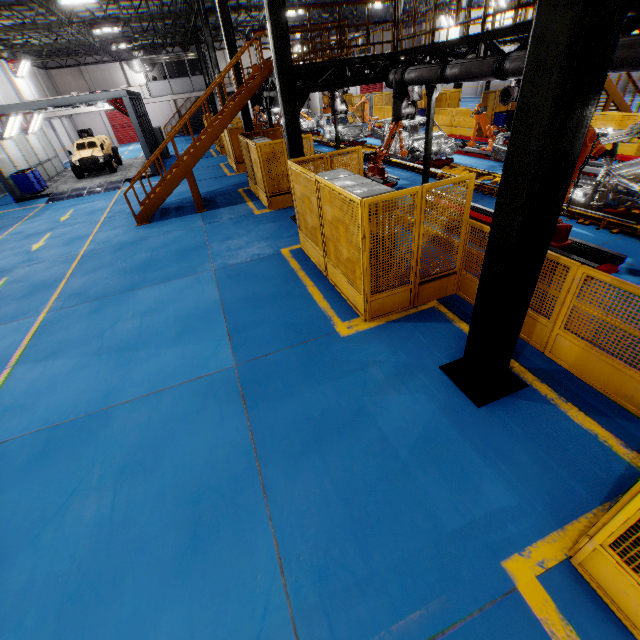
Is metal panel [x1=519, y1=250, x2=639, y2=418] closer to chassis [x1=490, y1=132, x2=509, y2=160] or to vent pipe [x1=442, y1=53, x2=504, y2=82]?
vent pipe [x1=442, y1=53, x2=504, y2=82]

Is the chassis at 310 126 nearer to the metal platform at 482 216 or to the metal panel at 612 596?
the metal platform at 482 216

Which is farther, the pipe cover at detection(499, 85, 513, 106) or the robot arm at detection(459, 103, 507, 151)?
the robot arm at detection(459, 103, 507, 151)

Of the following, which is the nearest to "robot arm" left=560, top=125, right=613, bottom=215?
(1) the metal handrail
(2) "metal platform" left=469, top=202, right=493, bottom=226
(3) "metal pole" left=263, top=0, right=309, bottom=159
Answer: (2) "metal platform" left=469, top=202, right=493, bottom=226

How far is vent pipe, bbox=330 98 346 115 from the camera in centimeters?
1553cm

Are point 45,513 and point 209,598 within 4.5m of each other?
yes

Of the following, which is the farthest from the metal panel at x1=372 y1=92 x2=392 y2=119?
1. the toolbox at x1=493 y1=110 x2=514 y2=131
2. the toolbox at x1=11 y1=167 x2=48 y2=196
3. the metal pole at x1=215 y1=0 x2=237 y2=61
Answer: the toolbox at x1=11 y1=167 x2=48 y2=196

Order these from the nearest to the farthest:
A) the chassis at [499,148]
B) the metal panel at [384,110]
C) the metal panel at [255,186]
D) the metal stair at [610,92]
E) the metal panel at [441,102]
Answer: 1. the metal panel at [255,186]
2. the chassis at [499,148]
3. the metal stair at [610,92]
4. the metal panel at [441,102]
5. the metal panel at [384,110]
